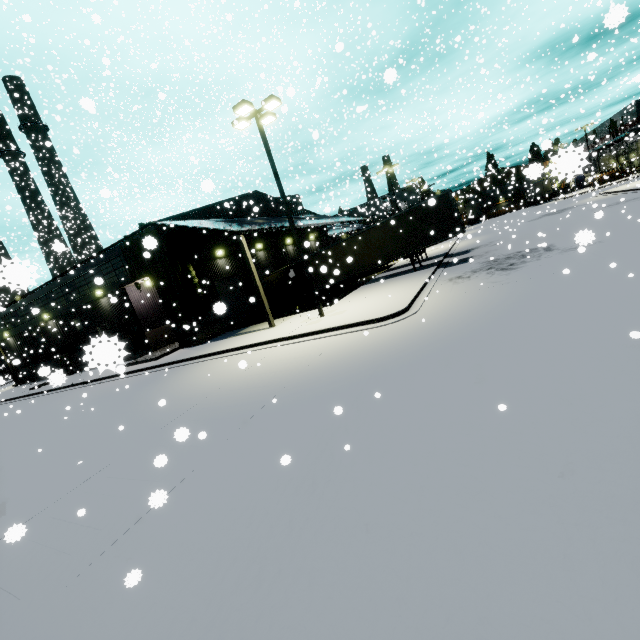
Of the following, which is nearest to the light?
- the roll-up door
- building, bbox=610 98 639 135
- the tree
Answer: building, bbox=610 98 639 135

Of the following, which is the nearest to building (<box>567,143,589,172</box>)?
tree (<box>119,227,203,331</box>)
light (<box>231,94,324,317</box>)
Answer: tree (<box>119,227,203,331</box>)

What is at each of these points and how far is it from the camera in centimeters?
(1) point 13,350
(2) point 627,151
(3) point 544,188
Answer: (1) building, 3325cm
(2) building, 5603cm
(3) semi trailer, 5931cm

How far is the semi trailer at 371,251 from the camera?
19.6 meters

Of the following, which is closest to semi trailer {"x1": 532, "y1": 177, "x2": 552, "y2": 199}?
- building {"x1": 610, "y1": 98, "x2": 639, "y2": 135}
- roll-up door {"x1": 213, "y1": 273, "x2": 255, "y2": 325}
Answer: building {"x1": 610, "y1": 98, "x2": 639, "y2": 135}

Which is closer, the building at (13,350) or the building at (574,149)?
the building at (574,149)
